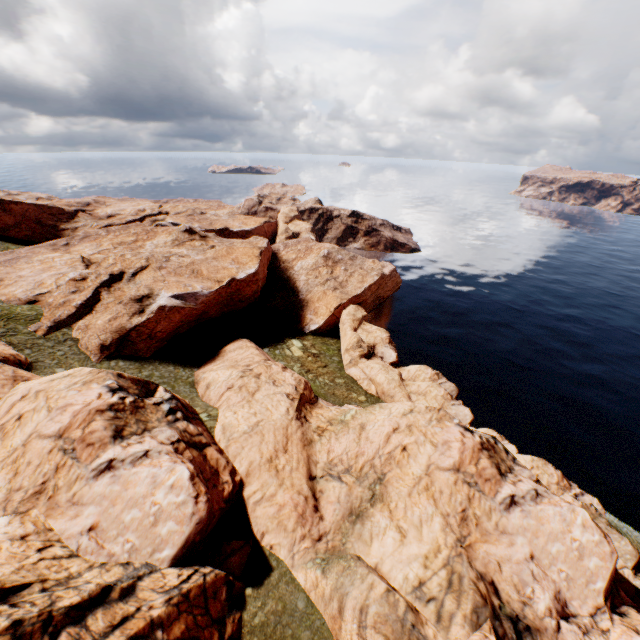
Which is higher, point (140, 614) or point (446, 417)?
point (140, 614)

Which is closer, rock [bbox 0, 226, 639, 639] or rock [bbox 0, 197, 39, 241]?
rock [bbox 0, 226, 639, 639]

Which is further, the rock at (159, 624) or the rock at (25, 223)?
the rock at (25, 223)
